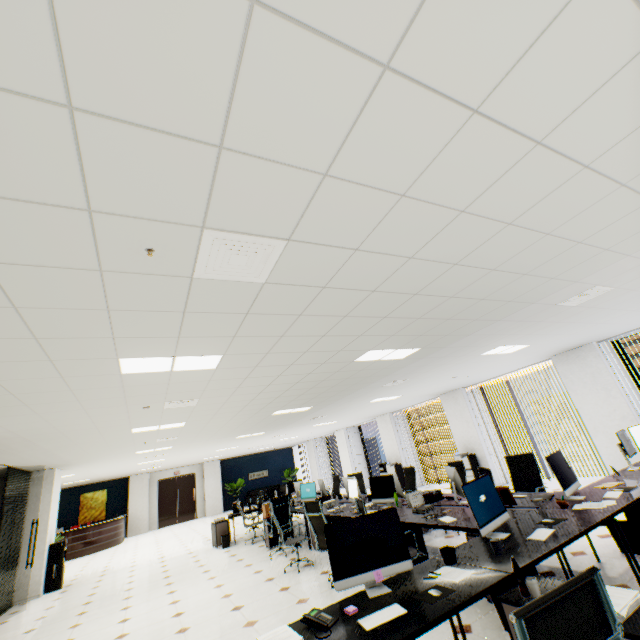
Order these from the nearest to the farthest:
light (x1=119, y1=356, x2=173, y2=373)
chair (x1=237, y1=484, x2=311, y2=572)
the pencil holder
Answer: the pencil holder, light (x1=119, y1=356, x2=173, y2=373), chair (x1=237, y1=484, x2=311, y2=572)

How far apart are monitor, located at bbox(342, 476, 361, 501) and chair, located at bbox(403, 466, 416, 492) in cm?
123

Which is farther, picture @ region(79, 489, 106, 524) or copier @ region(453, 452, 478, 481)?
picture @ region(79, 489, 106, 524)

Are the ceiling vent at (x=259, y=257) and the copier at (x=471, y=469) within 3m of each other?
no

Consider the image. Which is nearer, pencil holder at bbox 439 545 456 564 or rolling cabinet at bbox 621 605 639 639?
rolling cabinet at bbox 621 605 639 639

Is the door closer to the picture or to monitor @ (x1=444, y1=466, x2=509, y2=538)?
the picture

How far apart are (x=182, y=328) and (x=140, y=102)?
1.9 meters

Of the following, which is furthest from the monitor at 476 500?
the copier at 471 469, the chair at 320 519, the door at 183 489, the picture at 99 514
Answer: the picture at 99 514
